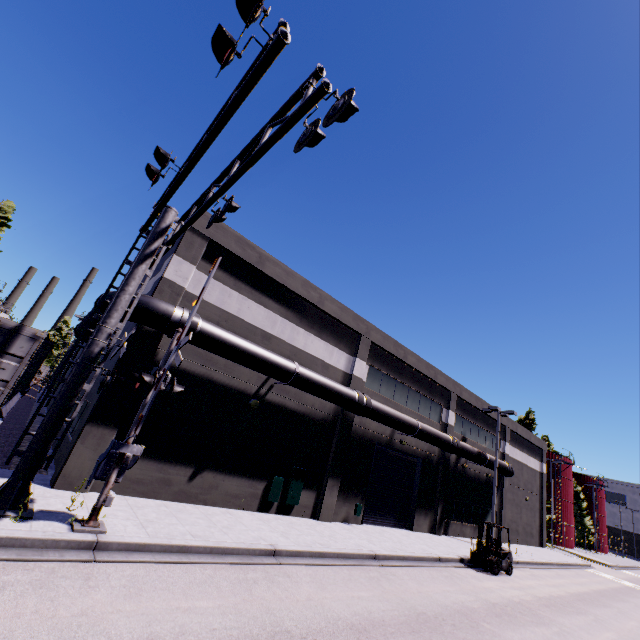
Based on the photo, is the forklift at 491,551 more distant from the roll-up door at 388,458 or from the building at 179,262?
the building at 179,262

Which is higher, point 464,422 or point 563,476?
point 563,476

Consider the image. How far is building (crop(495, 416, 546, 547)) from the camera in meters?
29.6 m

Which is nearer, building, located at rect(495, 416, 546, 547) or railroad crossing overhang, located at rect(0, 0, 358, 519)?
railroad crossing overhang, located at rect(0, 0, 358, 519)

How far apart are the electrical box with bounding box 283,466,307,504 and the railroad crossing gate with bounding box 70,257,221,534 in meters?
7.3

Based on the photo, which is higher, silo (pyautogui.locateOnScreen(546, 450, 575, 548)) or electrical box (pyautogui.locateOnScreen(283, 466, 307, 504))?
silo (pyautogui.locateOnScreen(546, 450, 575, 548))

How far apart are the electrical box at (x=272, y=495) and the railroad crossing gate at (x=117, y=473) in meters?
7.3 m
